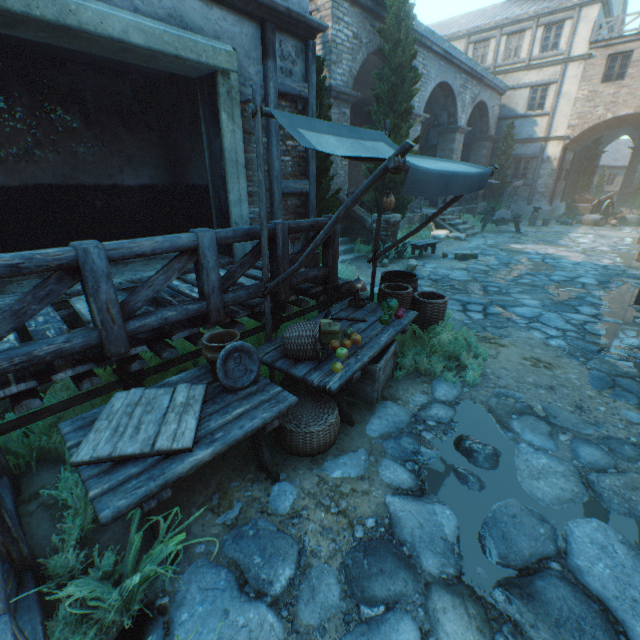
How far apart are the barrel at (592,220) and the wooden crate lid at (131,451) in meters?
24.1 m

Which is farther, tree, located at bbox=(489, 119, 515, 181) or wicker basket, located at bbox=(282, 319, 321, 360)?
tree, located at bbox=(489, 119, 515, 181)

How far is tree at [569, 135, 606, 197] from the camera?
24.19m

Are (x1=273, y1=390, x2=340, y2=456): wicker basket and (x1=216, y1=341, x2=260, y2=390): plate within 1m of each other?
yes

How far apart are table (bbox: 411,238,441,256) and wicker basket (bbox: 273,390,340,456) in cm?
828

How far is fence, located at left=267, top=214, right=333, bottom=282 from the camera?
3.86m

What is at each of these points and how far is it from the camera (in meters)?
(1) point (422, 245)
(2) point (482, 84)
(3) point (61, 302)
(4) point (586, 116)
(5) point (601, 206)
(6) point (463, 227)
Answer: (1) table, 10.53
(2) building, 17.22
(3) building, 4.15
(4) building, 18.81
(5) cart, 20.59
(6) stairs, 15.38

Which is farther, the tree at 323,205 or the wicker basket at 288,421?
the tree at 323,205
